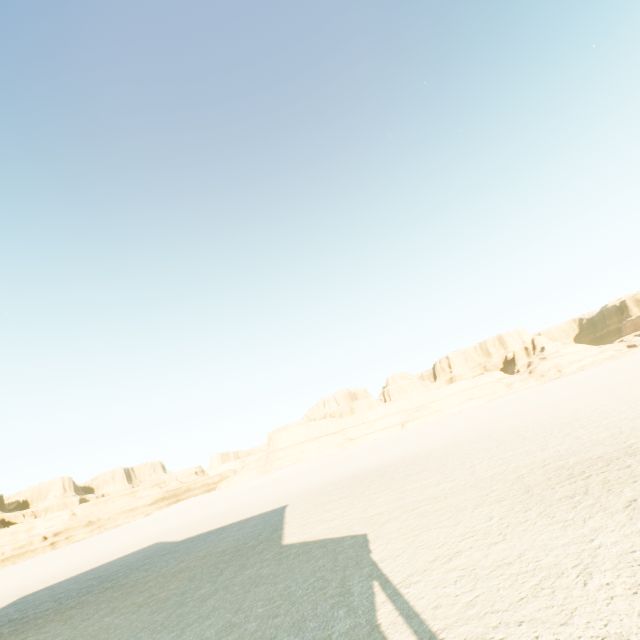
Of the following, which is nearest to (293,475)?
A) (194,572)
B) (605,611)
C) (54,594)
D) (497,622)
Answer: (54,594)
